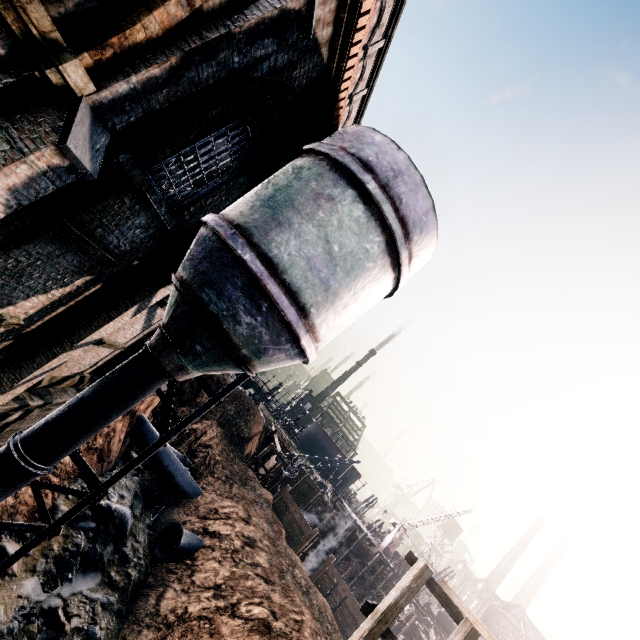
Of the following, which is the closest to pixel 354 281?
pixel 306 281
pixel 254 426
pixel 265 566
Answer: pixel 306 281

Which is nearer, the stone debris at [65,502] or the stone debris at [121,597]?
the stone debris at [121,597]

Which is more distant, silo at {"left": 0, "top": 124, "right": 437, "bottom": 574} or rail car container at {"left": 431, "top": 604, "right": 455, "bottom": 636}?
rail car container at {"left": 431, "top": 604, "right": 455, "bottom": 636}

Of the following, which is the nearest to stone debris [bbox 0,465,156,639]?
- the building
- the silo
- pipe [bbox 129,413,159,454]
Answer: the silo

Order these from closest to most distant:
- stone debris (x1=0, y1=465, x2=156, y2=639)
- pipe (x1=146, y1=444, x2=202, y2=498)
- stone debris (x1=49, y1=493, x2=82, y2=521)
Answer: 1. stone debris (x1=0, y1=465, x2=156, y2=639)
2. stone debris (x1=49, y1=493, x2=82, y2=521)
3. pipe (x1=146, y1=444, x2=202, y2=498)

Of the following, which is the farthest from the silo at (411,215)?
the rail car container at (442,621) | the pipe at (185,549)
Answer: the rail car container at (442,621)

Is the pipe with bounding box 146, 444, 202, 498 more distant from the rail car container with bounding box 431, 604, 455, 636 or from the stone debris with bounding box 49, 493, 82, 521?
the rail car container with bounding box 431, 604, 455, 636

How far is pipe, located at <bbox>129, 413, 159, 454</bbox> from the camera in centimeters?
2314cm
